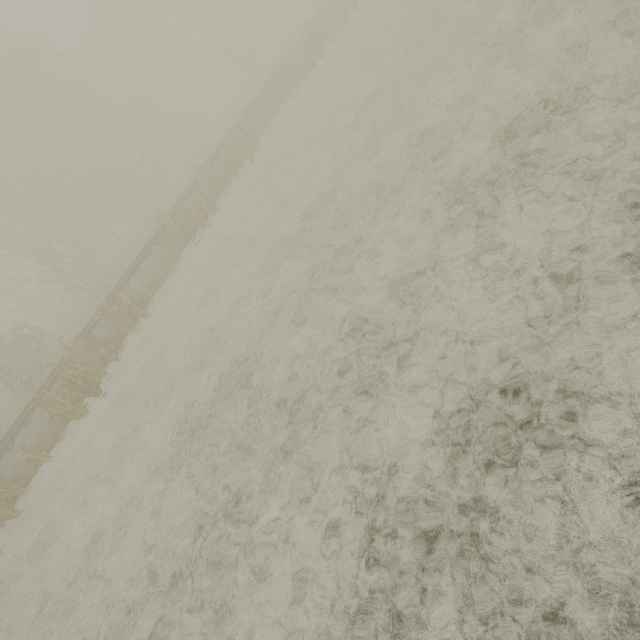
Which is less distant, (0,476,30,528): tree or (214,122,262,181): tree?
(0,476,30,528): tree

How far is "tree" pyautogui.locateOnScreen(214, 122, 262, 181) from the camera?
16.6m

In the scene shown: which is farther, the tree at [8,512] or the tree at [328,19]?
the tree at [328,19]

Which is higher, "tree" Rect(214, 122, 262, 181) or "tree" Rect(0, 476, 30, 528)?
"tree" Rect(214, 122, 262, 181)

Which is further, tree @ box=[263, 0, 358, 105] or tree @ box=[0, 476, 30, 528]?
tree @ box=[263, 0, 358, 105]

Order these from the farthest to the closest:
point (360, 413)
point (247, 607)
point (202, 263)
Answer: point (202, 263), point (360, 413), point (247, 607)

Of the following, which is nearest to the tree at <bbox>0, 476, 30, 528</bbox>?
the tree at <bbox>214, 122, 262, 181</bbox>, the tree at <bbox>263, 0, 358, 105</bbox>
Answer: the tree at <bbox>214, 122, 262, 181</bbox>

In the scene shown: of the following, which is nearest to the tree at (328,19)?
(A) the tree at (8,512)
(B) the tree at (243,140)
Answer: (B) the tree at (243,140)
